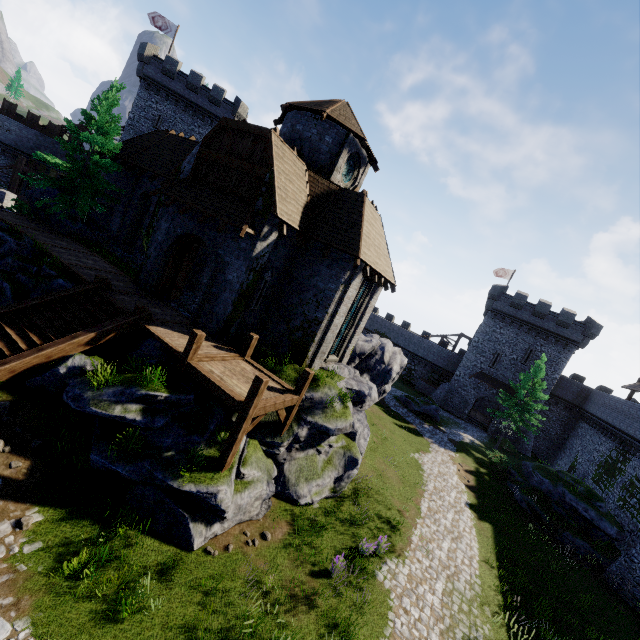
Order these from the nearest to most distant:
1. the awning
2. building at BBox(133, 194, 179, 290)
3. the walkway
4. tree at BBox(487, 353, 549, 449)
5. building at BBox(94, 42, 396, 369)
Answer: the walkway < the awning < building at BBox(94, 42, 396, 369) < building at BBox(133, 194, 179, 290) < tree at BBox(487, 353, 549, 449)

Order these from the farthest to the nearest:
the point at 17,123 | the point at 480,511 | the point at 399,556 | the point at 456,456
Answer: the point at 17,123 < the point at 456,456 < the point at 480,511 < the point at 399,556

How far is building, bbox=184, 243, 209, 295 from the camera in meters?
18.2

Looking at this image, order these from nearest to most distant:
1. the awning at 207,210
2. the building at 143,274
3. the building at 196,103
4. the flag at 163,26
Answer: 1. the awning at 207,210
2. the building at 196,103
3. the building at 143,274
4. the flag at 163,26

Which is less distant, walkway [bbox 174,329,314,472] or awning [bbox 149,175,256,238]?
walkway [bbox 174,329,314,472]

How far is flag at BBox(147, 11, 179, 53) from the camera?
34.2m

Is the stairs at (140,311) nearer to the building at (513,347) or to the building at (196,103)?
the building at (196,103)

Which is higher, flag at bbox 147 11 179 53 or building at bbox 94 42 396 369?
flag at bbox 147 11 179 53
